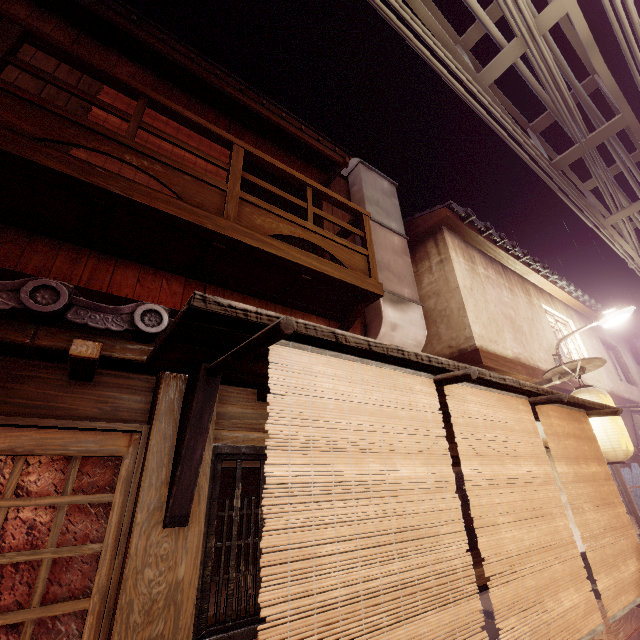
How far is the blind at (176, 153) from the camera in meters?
8.0

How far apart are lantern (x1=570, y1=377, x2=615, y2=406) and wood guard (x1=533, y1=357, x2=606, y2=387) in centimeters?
5cm

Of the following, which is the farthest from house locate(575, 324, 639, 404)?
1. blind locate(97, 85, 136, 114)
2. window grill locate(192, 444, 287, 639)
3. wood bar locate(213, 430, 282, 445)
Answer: blind locate(97, 85, 136, 114)

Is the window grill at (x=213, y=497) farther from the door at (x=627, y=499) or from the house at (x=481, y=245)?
the door at (x=627, y=499)

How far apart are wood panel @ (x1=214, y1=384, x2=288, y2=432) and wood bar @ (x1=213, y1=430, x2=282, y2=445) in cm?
19

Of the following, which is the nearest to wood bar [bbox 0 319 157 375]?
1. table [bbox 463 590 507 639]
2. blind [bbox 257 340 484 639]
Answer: blind [bbox 257 340 484 639]

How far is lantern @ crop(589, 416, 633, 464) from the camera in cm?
875

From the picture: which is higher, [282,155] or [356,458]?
[282,155]
